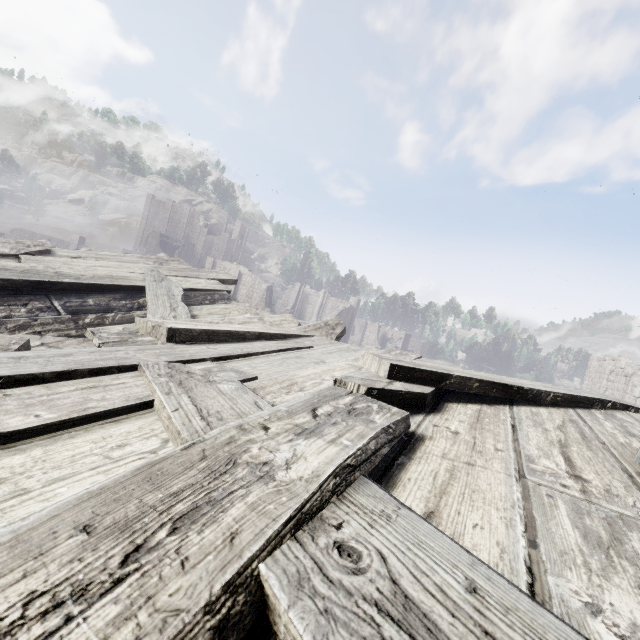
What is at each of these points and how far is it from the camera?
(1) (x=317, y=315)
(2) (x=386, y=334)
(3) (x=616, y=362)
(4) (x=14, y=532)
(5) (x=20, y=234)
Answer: (1) building, 48.3 meters
(2) building, 57.1 meters
(3) building, 20.9 meters
(4) wooden plank rubble, 0.8 meters
(5) building, 52.2 meters

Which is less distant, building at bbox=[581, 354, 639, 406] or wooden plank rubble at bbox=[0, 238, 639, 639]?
wooden plank rubble at bbox=[0, 238, 639, 639]

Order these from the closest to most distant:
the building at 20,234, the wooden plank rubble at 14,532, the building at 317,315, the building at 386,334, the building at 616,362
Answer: the wooden plank rubble at 14,532
the building at 616,362
the building at 317,315
the building at 20,234
the building at 386,334

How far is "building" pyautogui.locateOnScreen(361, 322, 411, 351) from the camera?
51.78m

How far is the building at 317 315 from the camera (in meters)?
42.22

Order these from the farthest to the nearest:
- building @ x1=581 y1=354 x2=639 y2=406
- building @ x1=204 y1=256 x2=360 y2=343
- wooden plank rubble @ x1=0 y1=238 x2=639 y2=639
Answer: building @ x1=204 y1=256 x2=360 y2=343
building @ x1=581 y1=354 x2=639 y2=406
wooden plank rubble @ x1=0 y1=238 x2=639 y2=639

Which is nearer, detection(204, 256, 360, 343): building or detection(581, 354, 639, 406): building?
detection(581, 354, 639, 406): building
